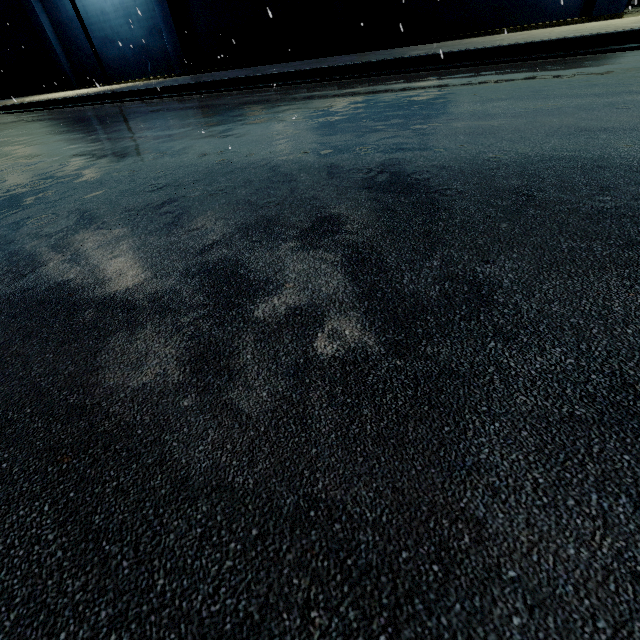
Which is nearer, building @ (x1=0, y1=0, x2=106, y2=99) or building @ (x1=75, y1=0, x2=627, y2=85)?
building @ (x1=75, y1=0, x2=627, y2=85)

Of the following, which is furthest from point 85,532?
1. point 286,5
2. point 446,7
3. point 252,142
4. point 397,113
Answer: point 286,5

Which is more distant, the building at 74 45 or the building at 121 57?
the building at 74 45
